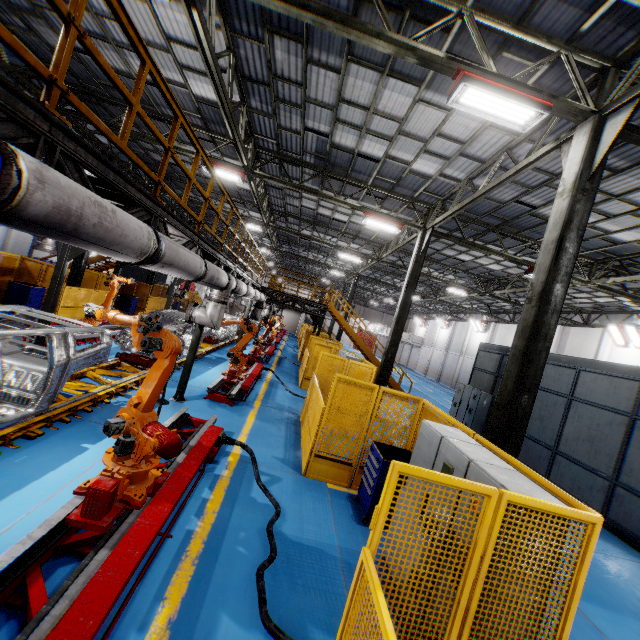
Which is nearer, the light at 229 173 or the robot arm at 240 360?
the robot arm at 240 360

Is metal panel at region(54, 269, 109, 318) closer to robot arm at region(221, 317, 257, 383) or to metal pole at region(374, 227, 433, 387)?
metal pole at region(374, 227, 433, 387)

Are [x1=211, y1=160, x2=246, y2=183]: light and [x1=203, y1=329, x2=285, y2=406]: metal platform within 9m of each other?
yes

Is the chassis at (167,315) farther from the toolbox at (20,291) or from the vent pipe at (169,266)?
the toolbox at (20,291)

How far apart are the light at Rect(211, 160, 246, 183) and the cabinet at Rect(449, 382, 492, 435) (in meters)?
13.74

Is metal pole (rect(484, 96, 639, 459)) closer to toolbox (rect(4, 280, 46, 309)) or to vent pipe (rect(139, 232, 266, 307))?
vent pipe (rect(139, 232, 266, 307))

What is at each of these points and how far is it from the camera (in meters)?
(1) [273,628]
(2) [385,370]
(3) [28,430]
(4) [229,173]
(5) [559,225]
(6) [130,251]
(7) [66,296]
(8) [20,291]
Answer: (1) cable, 3.27
(2) metal pole, 13.11
(3) platform, 5.32
(4) light, 12.39
(5) metal pole, 5.61
(6) vent pipe, 3.32
(7) metal panel, 14.10
(8) toolbox, 12.86

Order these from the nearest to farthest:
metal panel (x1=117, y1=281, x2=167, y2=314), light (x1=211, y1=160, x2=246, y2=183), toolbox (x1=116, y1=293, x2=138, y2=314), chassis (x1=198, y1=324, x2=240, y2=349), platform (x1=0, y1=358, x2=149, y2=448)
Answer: platform (x1=0, y1=358, x2=149, y2=448) < light (x1=211, y1=160, x2=246, y2=183) < chassis (x1=198, y1=324, x2=240, y2=349) < toolbox (x1=116, y1=293, x2=138, y2=314) < metal panel (x1=117, y1=281, x2=167, y2=314)
